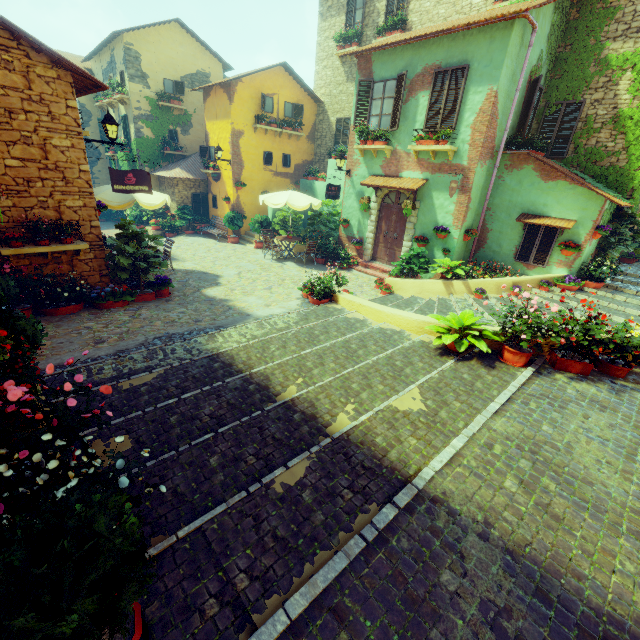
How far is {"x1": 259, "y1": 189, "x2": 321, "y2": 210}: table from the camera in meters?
12.5 m

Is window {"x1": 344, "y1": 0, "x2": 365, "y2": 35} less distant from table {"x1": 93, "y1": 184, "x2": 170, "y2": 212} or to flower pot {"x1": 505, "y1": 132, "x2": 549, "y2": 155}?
flower pot {"x1": 505, "y1": 132, "x2": 549, "y2": 155}

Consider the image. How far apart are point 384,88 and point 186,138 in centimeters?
1403cm

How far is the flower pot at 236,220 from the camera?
16.9 meters

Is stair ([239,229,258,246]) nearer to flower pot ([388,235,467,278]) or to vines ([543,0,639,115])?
flower pot ([388,235,467,278])

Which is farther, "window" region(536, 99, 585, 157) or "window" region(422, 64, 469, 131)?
"window" region(536, 99, 585, 157)

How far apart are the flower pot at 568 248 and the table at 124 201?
12.1m

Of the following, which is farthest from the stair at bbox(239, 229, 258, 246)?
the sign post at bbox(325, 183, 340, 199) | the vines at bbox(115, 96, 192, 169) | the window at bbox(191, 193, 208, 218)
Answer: the vines at bbox(115, 96, 192, 169)
